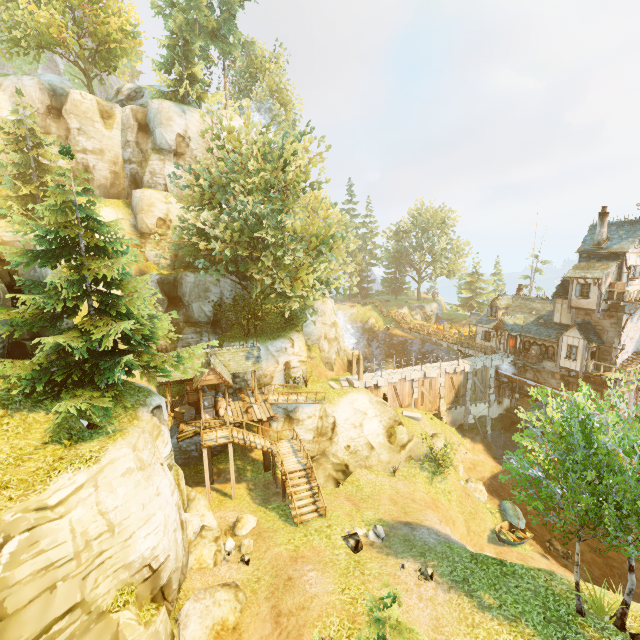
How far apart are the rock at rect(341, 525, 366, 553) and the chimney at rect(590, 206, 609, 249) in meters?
30.5

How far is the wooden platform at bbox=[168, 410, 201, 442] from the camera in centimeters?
2080cm

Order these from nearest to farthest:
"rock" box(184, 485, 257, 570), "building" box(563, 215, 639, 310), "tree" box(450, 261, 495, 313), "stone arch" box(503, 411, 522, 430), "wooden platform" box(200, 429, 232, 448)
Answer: "rock" box(184, 485, 257, 570) < "wooden platform" box(200, 429, 232, 448) < "building" box(563, 215, 639, 310) < "stone arch" box(503, 411, 522, 430) < "tree" box(450, 261, 495, 313)

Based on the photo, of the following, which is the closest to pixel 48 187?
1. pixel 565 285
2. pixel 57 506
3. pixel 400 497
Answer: pixel 57 506

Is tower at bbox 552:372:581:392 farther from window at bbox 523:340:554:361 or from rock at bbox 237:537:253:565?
rock at bbox 237:537:253:565

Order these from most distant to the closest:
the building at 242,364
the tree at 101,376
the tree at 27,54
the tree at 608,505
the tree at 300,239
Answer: the tree at 27,54, the tree at 300,239, the building at 242,364, the tree at 101,376, the tree at 608,505

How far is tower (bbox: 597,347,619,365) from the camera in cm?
2730

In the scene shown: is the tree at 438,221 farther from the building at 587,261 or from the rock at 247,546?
the building at 587,261
